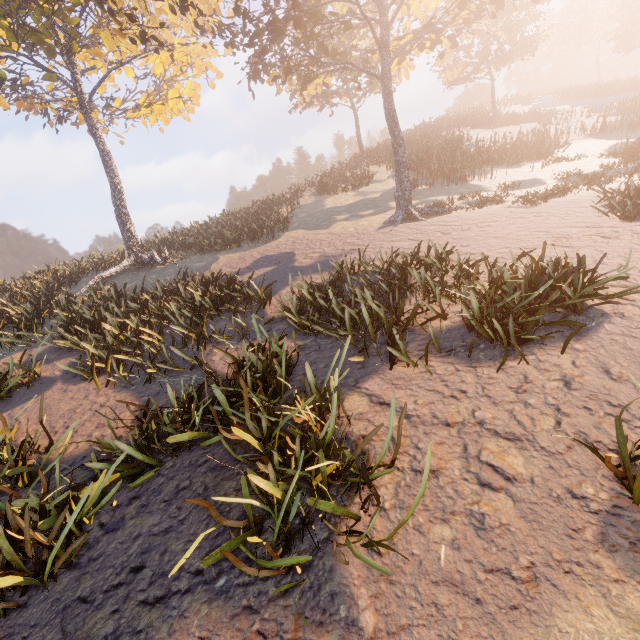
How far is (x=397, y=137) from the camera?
15.52m

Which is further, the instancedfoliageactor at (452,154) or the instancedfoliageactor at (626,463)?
the instancedfoliageactor at (452,154)

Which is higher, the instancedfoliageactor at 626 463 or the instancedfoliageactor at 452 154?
the instancedfoliageactor at 452 154

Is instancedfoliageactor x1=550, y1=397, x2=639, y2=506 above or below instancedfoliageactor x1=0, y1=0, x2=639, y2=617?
below

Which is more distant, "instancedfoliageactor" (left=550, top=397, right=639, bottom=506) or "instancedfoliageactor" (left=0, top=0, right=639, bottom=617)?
"instancedfoliageactor" (left=0, top=0, right=639, bottom=617)
